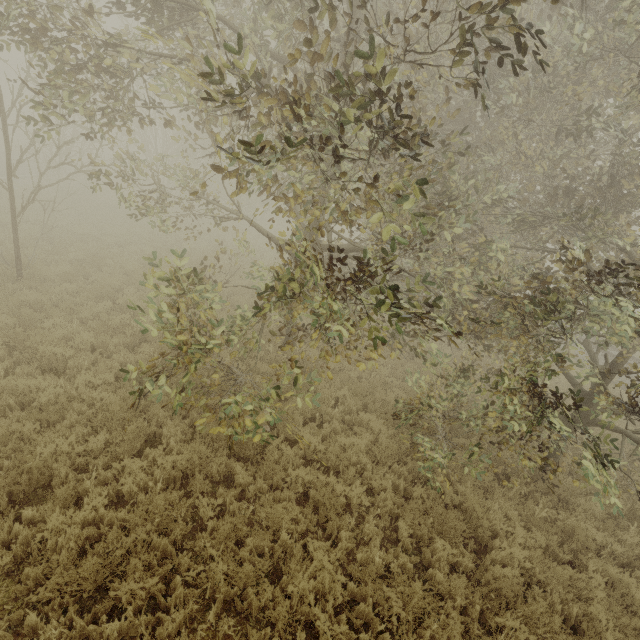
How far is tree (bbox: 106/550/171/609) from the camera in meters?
3.9

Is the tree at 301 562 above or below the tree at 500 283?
below

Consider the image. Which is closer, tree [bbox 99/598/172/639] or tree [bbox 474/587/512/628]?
tree [bbox 99/598/172/639]

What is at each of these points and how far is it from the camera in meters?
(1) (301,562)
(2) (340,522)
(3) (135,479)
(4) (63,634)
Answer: (1) tree, 4.9 m
(2) tree, 5.7 m
(3) tree, 5.4 m
(4) tree, 3.6 m

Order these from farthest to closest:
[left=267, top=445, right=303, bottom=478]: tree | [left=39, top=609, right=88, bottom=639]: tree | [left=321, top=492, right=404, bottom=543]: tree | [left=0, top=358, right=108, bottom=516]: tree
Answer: [left=267, top=445, right=303, bottom=478]: tree → [left=321, top=492, right=404, bottom=543]: tree → [left=0, top=358, right=108, bottom=516]: tree → [left=39, top=609, right=88, bottom=639]: tree

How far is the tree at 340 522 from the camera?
5.4m
